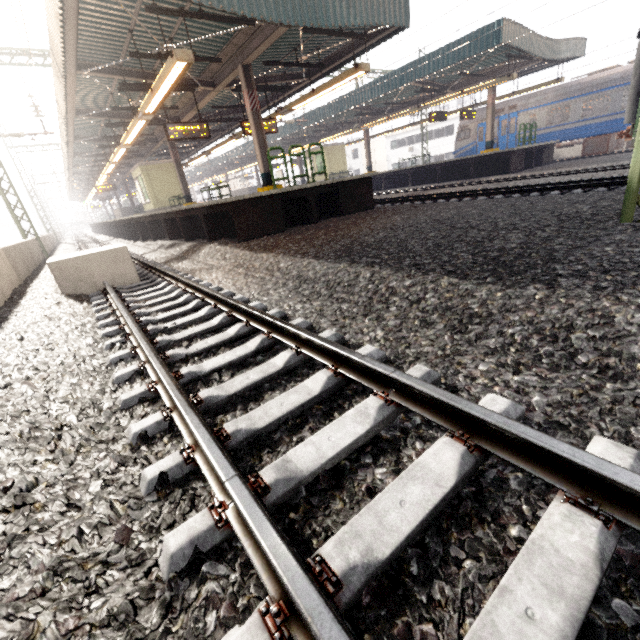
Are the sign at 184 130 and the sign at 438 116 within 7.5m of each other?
no

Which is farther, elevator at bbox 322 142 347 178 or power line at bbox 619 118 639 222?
elevator at bbox 322 142 347 178

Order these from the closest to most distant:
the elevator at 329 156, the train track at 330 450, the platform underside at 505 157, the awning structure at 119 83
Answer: the train track at 330 450 < the awning structure at 119 83 < the platform underside at 505 157 < the elevator at 329 156

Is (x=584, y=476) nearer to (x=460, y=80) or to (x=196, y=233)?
(x=196, y=233)

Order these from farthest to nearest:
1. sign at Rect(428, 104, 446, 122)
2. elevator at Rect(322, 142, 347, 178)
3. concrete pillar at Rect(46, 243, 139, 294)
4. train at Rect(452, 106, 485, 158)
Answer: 1. elevator at Rect(322, 142, 347, 178)
2. train at Rect(452, 106, 485, 158)
3. sign at Rect(428, 104, 446, 122)
4. concrete pillar at Rect(46, 243, 139, 294)

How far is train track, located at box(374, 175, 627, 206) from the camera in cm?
821

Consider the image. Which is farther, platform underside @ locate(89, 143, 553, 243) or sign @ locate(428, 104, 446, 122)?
sign @ locate(428, 104, 446, 122)

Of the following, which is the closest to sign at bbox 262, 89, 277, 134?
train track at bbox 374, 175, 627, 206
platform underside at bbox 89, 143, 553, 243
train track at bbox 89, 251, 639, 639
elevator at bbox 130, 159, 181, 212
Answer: platform underside at bbox 89, 143, 553, 243
